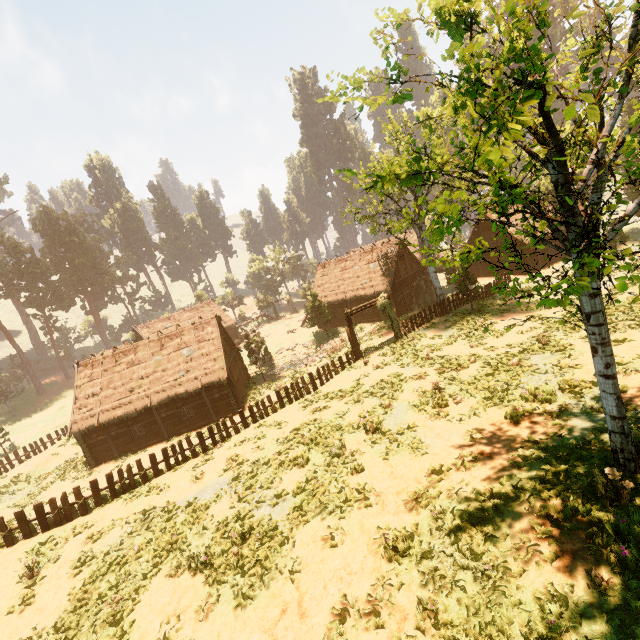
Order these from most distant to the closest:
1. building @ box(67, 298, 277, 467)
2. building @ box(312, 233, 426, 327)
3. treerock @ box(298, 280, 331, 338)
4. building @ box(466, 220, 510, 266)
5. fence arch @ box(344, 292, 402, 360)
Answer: treerock @ box(298, 280, 331, 338) → building @ box(466, 220, 510, 266) → building @ box(312, 233, 426, 327) → building @ box(67, 298, 277, 467) → fence arch @ box(344, 292, 402, 360)

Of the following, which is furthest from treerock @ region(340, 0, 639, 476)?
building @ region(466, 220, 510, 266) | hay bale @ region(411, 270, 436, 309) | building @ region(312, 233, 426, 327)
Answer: hay bale @ region(411, 270, 436, 309)

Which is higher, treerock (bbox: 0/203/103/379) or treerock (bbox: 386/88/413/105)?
treerock (bbox: 0/203/103/379)

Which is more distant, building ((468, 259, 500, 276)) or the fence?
building ((468, 259, 500, 276))

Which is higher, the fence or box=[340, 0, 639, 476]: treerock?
box=[340, 0, 639, 476]: treerock

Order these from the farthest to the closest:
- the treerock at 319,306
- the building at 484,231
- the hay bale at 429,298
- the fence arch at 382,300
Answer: the treerock at 319,306 < the building at 484,231 < the hay bale at 429,298 < the fence arch at 382,300

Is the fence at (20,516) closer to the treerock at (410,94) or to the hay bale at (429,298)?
the treerock at (410,94)

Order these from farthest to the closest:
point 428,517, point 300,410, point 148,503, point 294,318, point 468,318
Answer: point 294,318, point 468,318, point 300,410, point 148,503, point 428,517
